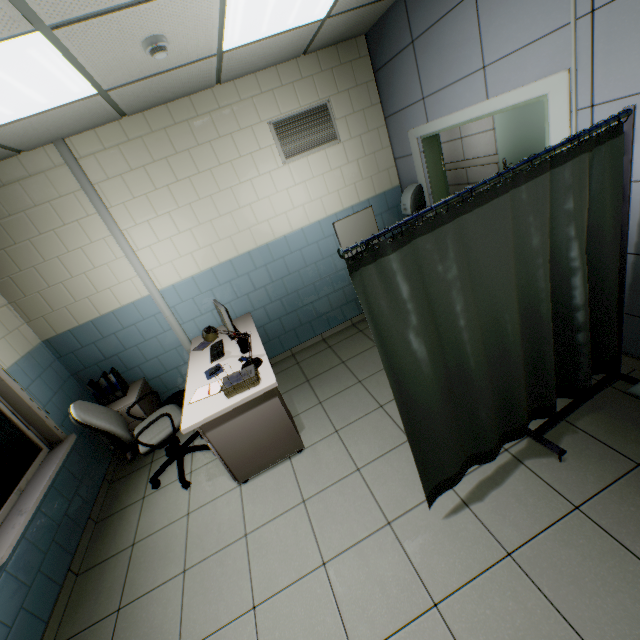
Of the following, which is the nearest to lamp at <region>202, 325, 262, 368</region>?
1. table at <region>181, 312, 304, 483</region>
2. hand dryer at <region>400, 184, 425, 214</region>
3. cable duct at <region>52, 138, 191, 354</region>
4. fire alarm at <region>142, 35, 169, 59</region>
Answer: table at <region>181, 312, 304, 483</region>

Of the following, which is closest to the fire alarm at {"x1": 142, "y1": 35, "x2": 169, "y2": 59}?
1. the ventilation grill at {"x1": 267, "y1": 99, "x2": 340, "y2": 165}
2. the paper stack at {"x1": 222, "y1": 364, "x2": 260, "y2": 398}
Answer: the ventilation grill at {"x1": 267, "y1": 99, "x2": 340, "y2": 165}

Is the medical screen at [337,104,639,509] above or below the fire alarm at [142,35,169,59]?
below

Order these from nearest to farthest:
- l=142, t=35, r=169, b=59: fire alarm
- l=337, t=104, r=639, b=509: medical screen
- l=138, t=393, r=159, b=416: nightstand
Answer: l=337, t=104, r=639, b=509: medical screen, l=142, t=35, r=169, b=59: fire alarm, l=138, t=393, r=159, b=416: nightstand

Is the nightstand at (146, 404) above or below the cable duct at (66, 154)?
below

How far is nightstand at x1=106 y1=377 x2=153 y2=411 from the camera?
3.58m

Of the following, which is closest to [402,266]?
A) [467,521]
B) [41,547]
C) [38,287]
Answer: [467,521]

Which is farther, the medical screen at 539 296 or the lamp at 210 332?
the lamp at 210 332
